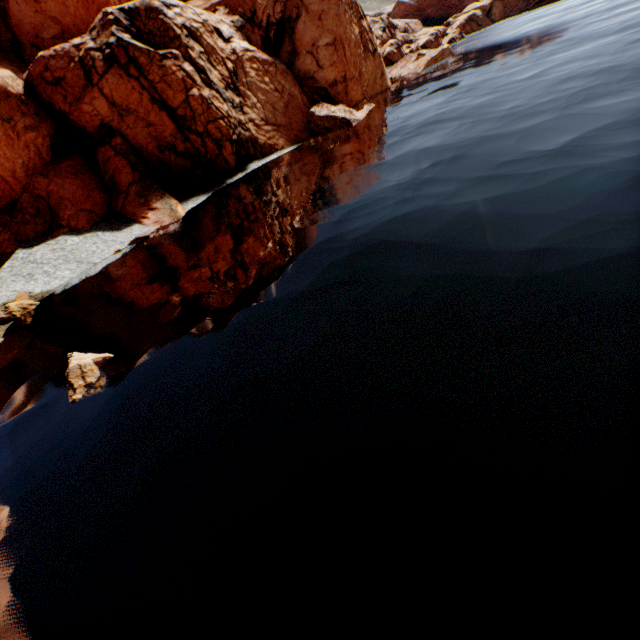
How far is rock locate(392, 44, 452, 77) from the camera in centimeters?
5453cm

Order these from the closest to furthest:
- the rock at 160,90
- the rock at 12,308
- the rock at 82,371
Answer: the rock at 82,371 → the rock at 12,308 → the rock at 160,90

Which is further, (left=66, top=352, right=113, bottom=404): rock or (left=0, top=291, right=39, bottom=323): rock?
(left=0, top=291, right=39, bottom=323): rock

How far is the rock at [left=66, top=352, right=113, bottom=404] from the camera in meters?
12.5

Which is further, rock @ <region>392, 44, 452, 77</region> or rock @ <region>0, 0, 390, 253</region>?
rock @ <region>392, 44, 452, 77</region>

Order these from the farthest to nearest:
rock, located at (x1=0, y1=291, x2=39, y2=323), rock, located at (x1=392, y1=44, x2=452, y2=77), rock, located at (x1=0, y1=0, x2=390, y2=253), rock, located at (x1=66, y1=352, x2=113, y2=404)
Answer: rock, located at (x1=392, y1=44, x2=452, y2=77)
rock, located at (x1=0, y1=0, x2=390, y2=253)
rock, located at (x1=0, y1=291, x2=39, y2=323)
rock, located at (x1=66, y1=352, x2=113, y2=404)

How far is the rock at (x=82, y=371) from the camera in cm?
1248

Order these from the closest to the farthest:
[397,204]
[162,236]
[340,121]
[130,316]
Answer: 1. [130,316]
2. [397,204]
3. [162,236]
4. [340,121]
